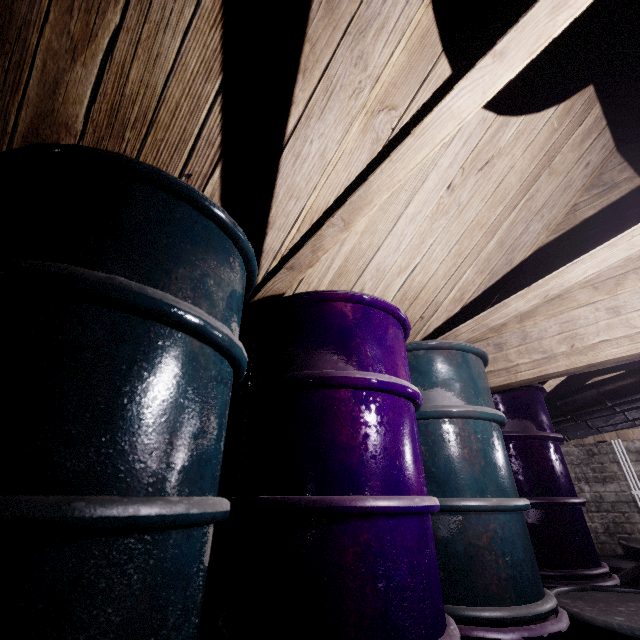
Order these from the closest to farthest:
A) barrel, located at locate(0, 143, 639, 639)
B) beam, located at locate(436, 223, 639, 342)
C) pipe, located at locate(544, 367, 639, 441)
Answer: barrel, located at locate(0, 143, 639, 639) < beam, located at locate(436, 223, 639, 342) < pipe, located at locate(544, 367, 639, 441)

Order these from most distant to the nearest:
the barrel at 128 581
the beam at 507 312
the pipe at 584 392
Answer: the pipe at 584 392 < the beam at 507 312 < the barrel at 128 581

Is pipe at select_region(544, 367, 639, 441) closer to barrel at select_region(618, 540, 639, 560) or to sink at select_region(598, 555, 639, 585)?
sink at select_region(598, 555, 639, 585)

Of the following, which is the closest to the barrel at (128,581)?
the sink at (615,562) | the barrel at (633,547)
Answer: the sink at (615,562)

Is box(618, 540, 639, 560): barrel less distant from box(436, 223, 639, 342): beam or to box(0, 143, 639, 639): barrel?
box(0, 143, 639, 639): barrel

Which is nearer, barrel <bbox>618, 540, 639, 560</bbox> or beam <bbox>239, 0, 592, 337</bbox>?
beam <bbox>239, 0, 592, 337</bbox>

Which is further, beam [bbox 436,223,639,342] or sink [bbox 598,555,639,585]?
sink [bbox 598,555,639,585]

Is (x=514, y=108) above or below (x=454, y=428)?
above
